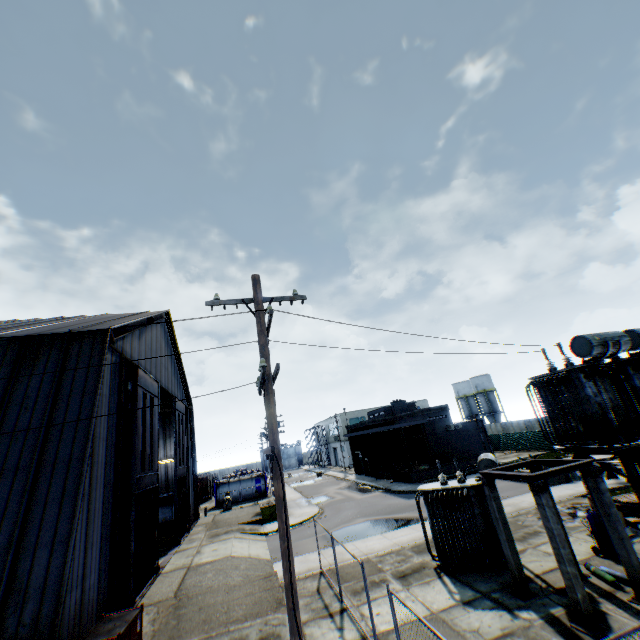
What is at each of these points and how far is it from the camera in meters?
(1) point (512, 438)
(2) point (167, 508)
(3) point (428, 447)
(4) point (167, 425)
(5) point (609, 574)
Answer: (1) metal fence, 42.7
(2) tank container, 28.7
(3) building, 36.5
(4) building, 33.2
(5) gas cylinder, 10.3

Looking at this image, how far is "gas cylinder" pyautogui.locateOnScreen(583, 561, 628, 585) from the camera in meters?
9.9

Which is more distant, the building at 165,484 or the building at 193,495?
the building at 165,484

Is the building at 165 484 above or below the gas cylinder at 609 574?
above

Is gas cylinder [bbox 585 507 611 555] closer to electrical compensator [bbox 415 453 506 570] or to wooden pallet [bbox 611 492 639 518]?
electrical compensator [bbox 415 453 506 570]

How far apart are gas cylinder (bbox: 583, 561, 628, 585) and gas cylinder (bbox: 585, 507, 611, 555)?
1.22m

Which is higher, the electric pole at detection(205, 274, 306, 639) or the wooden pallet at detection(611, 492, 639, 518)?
the electric pole at detection(205, 274, 306, 639)

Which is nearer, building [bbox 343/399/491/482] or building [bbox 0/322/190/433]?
building [bbox 0/322/190/433]
